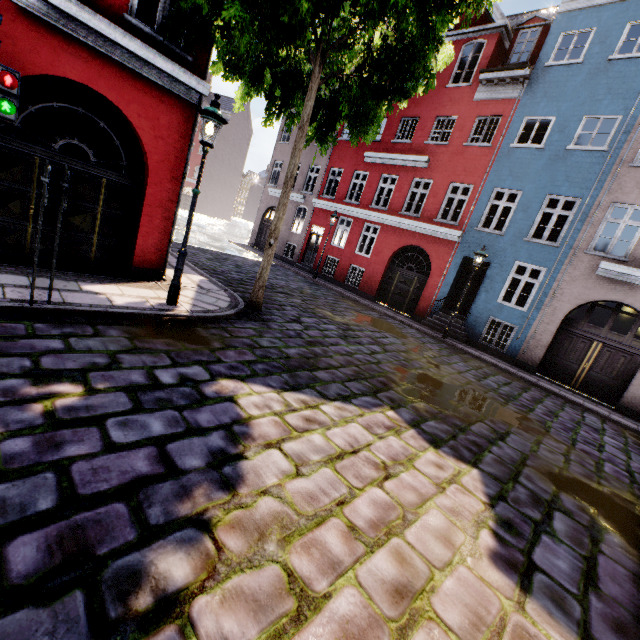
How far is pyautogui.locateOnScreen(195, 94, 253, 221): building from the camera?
48.0m

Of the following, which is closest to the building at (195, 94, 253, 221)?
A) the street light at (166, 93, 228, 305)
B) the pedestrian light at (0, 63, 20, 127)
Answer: the street light at (166, 93, 228, 305)

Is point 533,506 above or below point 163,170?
below

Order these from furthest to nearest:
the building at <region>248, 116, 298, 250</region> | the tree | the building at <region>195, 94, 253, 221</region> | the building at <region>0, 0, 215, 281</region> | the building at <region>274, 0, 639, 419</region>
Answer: the building at <region>195, 94, 253, 221</region>
the building at <region>248, 116, 298, 250</region>
the building at <region>274, 0, 639, 419</region>
the building at <region>0, 0, 215, 281</region>
the tree

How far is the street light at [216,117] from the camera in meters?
5.5 m

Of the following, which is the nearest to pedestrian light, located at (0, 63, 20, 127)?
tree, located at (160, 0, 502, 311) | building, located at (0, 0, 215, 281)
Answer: building, located at (0, 0, 215, 281)

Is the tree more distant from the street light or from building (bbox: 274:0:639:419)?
building (bbox: 274:0:639:419)

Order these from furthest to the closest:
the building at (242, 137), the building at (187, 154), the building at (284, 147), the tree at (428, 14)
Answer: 1. the building at (242, 137)
2. the building at (284, 147)
3. the building at (187, 154)
4. the tree at (428, 14)
